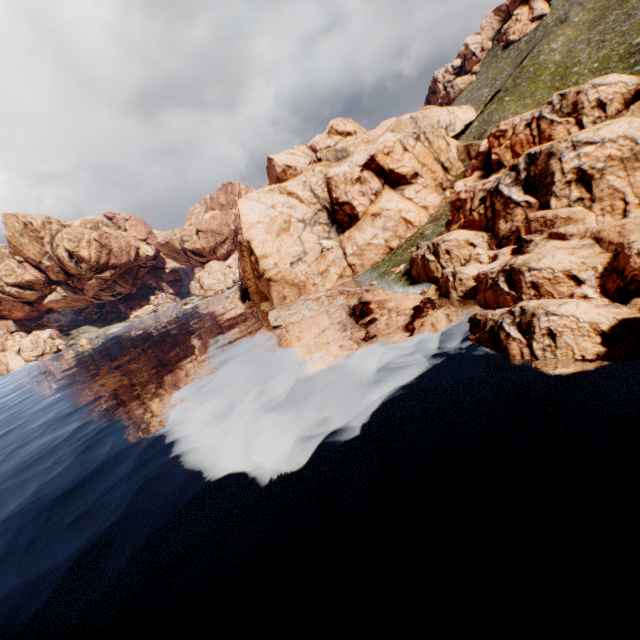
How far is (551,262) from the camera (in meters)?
19.00
